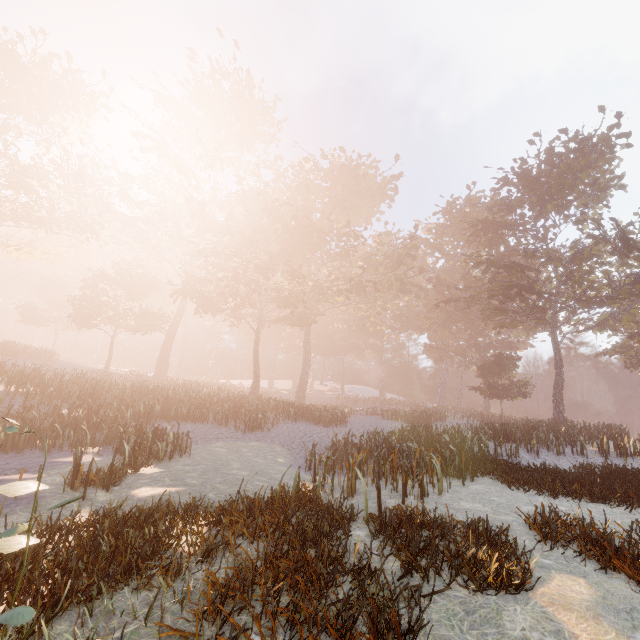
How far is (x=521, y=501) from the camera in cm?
873
